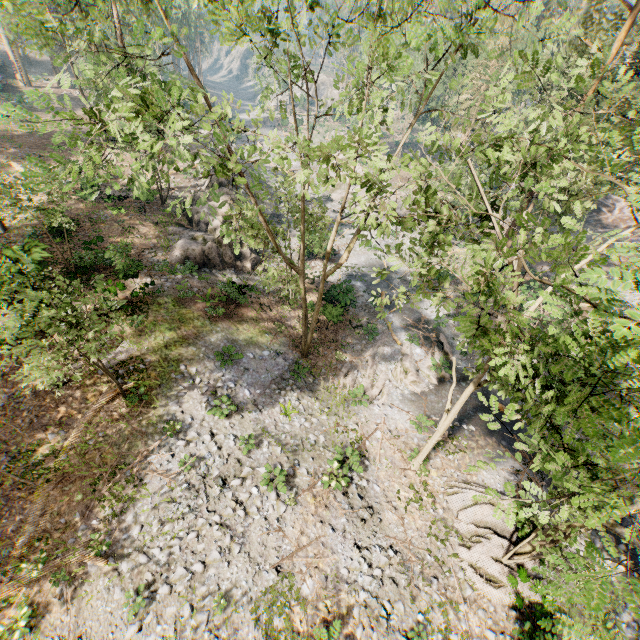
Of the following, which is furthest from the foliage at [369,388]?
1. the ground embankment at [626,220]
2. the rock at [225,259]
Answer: the rock at [225,259]

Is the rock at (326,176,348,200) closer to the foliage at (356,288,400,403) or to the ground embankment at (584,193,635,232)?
the foliage at (356,288,400,403)

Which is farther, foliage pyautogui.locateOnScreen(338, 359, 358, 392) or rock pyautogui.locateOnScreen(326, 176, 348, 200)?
rock pyautogui.locateOnScreen(326, 176, 348, 200)

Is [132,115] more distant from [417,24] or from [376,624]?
[376,624]

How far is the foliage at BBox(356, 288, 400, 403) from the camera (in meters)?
9.45

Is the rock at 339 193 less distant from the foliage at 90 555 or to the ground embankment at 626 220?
the foliage at 90 555
